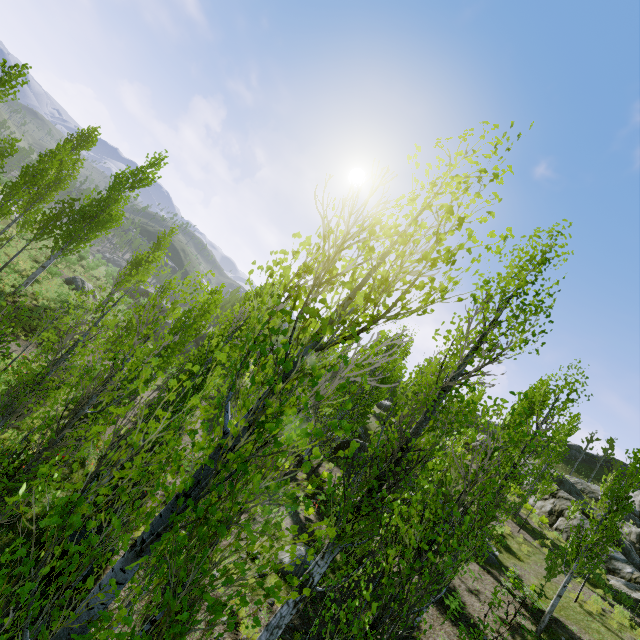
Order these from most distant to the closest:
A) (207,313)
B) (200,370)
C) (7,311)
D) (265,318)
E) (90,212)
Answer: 1. (90,212)
2. (207,313)
3. (265,318)
4. (200,370)
5. (7,311)

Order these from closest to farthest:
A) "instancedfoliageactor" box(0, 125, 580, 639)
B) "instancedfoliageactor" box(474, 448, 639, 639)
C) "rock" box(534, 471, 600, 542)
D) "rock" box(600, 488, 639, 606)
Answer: "instancedfoliageactor" box(0, 125, 580, 639)
"instancedfoliageactor" box(474, 448, 639, 639)
"rock" box(600, 488, 639, 606)
"rock" box(534, 471, 600, 542)

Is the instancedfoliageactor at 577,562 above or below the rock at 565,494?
below

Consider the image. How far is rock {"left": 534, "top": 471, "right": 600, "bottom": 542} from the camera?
22.81m

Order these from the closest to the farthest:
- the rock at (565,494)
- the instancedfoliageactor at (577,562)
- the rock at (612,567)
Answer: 1. the instancedfoliageactor at (577,562)
2. the rock at (612,567)
3. the rock at (565,494)

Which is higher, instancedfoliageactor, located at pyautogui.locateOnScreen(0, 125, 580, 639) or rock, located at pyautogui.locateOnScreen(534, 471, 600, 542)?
rock, located at pyautogui.locateOnScreen(534, 471, 600, 542)

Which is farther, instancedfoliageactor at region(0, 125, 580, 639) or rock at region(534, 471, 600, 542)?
rock at region(534, 471, 600, 542)
